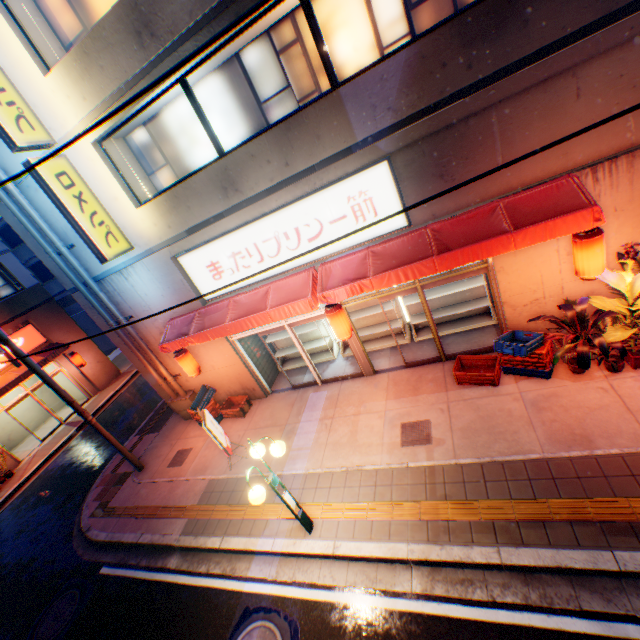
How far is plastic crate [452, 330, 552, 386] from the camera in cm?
665

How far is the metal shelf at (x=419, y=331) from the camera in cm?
948

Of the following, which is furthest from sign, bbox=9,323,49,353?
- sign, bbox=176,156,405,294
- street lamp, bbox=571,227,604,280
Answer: street lamp, bbox=571,227,604,280

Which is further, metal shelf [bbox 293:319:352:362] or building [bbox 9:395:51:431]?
building [bbox 9:395:51:431]

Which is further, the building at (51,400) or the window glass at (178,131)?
the building at (51,400)

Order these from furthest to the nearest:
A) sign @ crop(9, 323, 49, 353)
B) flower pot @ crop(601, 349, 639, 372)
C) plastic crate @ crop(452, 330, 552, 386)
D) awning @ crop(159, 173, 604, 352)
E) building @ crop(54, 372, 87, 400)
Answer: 1. building @ crop(54, 372, 87, 400)
2. sign @ crop(9, 323, 49, 353)
3. plastic crate @ crop(452, 330, 552, 386)
4. flower pot @ crop(601, 349, 639, 372)
5. awning @ crop(159, 173, 604, 352)

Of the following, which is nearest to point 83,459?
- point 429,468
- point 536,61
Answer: point 429,468

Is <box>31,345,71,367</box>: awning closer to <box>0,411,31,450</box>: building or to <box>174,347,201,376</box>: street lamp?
<box>0,411,31,450</box>: building
